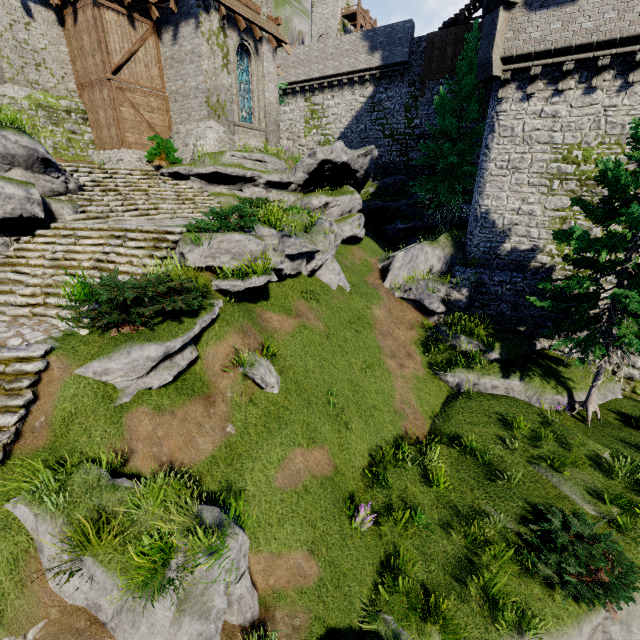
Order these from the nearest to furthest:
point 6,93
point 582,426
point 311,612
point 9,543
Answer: point 9,543, point 311,612, point 582,426, point 6,93

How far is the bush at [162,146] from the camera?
15.52m

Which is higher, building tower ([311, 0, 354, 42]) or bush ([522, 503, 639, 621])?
building tower ([311, 0, 354, 42])

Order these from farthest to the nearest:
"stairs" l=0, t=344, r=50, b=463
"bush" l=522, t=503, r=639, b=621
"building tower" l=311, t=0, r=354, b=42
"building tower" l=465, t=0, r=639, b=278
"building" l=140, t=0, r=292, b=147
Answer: "building tower" l=311, t=0, r=354, b=42 < "building" l=140, t=0, r=292, b=147 < "building tower" l=465, t=0, r=639, b=278 < "bush" l=522, t=503, r=639, b=621 < "stairs" l=0, t=344, r=50, b=463

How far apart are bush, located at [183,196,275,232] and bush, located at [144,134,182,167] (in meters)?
7.55

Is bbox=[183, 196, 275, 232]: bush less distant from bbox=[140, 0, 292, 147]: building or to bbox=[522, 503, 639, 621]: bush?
bbox=[140, 0, 292, 147]: building

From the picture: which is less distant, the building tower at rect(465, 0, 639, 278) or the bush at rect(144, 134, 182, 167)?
the building tower at rect(465, 0, 639, 278)

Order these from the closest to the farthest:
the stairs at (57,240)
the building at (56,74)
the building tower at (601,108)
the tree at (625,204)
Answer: the stairs at (57,240)
the tree at (625,204)
the building tower at (601,108)
the building at (56,74)
